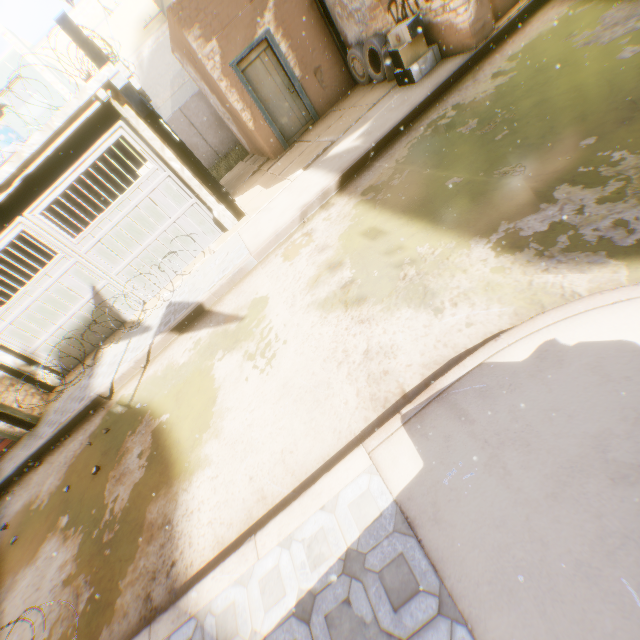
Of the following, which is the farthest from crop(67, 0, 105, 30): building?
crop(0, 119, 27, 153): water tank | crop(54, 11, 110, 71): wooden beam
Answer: crop(0, 119, 27, 153): water tank

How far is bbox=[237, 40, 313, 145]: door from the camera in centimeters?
891cm

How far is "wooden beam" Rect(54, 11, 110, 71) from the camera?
5.6m

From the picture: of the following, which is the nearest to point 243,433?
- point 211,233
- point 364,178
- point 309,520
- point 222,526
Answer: point 222,526

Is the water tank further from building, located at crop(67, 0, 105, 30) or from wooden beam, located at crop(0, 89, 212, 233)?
building, located at crop(67, 0, 105, 30)

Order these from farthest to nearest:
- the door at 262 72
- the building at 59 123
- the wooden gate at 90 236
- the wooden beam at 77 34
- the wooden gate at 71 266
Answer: the door at 262 72
the wooden gate at 71 266
the wooden gate at 90 236
the building at 59 123
the wooden beam at 77 34

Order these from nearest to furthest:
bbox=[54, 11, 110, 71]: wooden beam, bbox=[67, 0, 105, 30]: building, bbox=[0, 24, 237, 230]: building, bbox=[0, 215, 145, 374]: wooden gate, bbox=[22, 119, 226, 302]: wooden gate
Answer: bbox=[54, 11, 110, 71]: wooden beam, bbox=[0, 24, 237, 230]: building, bbox=[22, 119, 226, 302]: wooden gate, bbox=[0, 215, 145, 374]: wooden gate, bbox=[67, 0, 105, 30]: building

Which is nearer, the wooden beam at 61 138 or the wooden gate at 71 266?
the wooden beam at 61 138
